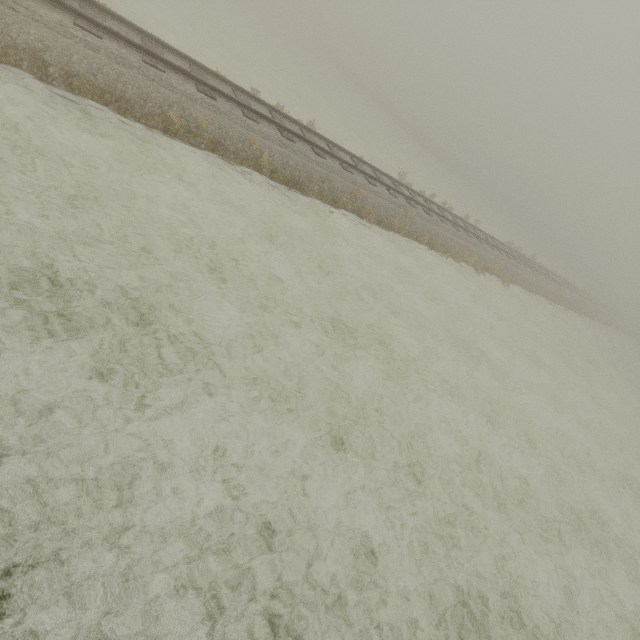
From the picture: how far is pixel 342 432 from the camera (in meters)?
5.88
